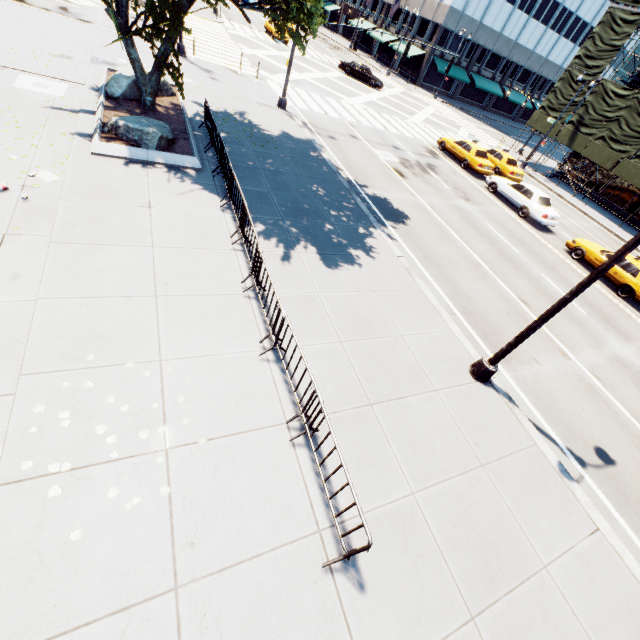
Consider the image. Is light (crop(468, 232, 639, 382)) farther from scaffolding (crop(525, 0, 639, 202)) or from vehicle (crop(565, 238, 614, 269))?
scaffolding (crop(525, 0, 639, 202))

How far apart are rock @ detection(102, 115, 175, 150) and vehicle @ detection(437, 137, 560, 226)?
19.2 meters

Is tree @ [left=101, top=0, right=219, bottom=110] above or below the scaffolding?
below

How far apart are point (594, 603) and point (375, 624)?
4.1m

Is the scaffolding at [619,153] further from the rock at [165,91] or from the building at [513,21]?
the rock at [165,91]

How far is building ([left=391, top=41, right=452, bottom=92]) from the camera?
45.8 meters

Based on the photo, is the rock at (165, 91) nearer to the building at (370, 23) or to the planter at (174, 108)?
the planter at (174, 108)

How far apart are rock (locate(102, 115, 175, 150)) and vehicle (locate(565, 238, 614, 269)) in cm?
2012
